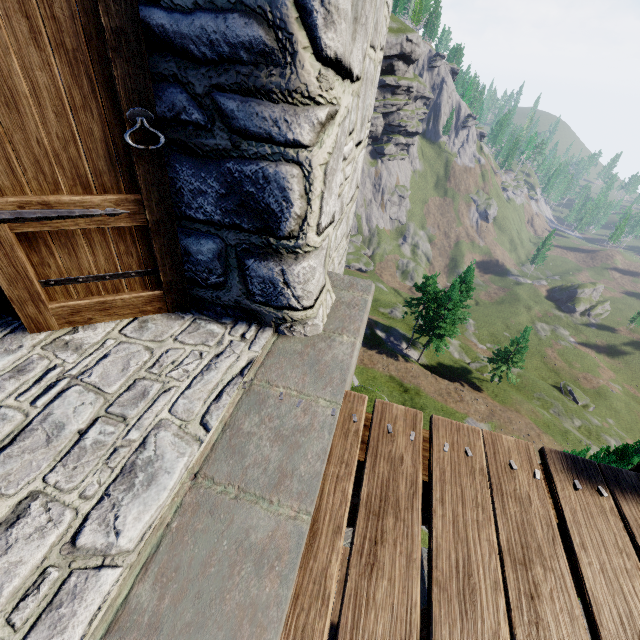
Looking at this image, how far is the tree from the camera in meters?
40.4 m

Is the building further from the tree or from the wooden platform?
the tree

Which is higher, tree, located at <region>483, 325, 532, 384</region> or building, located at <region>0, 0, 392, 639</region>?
building, located at <region>0, 0, 392, 639</region>

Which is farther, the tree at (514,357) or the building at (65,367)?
the tree at (514,357)

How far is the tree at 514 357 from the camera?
40.4m

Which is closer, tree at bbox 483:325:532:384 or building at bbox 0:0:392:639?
building at bbox 0:0:392:639

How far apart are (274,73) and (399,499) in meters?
1.7 m
